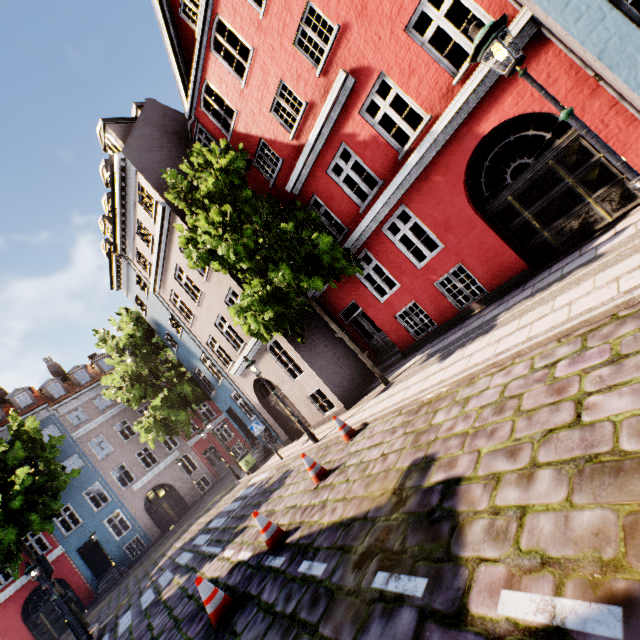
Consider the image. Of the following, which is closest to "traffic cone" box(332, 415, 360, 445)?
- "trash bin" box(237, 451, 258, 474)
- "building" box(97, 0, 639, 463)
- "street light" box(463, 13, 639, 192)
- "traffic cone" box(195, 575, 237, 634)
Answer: "building" box(97, 0, 639, 463)

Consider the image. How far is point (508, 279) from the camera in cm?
870

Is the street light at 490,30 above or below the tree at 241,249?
below

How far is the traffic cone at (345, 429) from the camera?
8.52m

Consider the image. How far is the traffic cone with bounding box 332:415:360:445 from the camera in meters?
8.5

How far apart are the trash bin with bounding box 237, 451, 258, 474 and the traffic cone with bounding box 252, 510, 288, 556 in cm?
1053

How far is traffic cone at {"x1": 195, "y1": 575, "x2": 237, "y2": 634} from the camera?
5.28m

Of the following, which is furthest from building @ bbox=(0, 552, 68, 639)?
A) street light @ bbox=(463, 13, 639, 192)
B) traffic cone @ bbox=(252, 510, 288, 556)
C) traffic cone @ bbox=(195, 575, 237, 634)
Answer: street light @ bbox=(463, 13, 639, 192)
